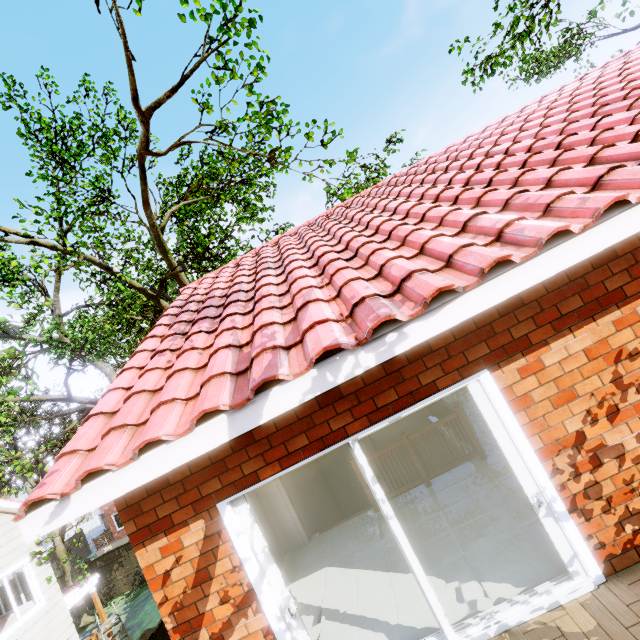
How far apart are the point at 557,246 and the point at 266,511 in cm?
618

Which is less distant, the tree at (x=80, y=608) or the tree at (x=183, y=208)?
the tree at (x=183, y=208)

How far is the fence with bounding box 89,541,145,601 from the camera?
17.92m

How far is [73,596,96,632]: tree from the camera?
16.2 meters

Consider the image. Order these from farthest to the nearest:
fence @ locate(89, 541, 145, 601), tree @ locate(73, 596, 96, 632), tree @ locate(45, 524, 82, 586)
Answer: fence @ locate(89, 541, 145, 601) < tree @ locate(73, 596, 96, 632) < tree @ locate(45, 524, 82, 586)

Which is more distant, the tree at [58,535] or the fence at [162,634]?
the tree at [58,535]

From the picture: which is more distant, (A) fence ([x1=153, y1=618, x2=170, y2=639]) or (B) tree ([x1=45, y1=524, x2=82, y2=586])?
(B) tree ([x1=45, y1=524, x2=82, y2=586])
